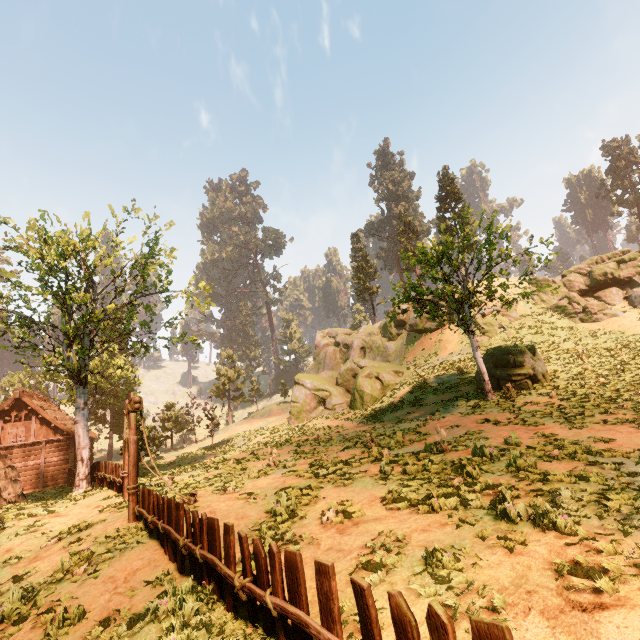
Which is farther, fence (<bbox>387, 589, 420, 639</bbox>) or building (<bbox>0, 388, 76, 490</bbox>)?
building (<bbox>0, 388, 76, 490</bbox>)

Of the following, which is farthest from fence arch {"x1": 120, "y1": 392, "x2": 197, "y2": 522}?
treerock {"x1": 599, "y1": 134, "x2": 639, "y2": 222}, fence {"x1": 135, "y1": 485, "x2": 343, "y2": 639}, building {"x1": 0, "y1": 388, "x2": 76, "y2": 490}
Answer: building {"x1": 0, "y1": 388, "x2": 76, "y2": 490}

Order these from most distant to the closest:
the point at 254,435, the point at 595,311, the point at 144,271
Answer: the point at 254,435, the point at 595,311, the point at 144,271

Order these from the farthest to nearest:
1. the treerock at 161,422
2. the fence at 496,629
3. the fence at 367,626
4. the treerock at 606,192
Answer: Result: the treerock at 606,192 → the treerock at 161,422 → the fence at 367,626 → the fence at 496,629

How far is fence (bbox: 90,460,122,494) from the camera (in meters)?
13.78

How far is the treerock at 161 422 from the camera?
32.84m

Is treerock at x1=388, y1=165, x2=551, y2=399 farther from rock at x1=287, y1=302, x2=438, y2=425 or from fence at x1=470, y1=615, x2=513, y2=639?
fence at x1=470, y1=615, x2=513, y2=639

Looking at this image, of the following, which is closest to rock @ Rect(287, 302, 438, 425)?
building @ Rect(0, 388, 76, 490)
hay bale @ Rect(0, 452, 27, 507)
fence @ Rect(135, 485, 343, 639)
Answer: building @ Rect(0, 388, 76, 490)
